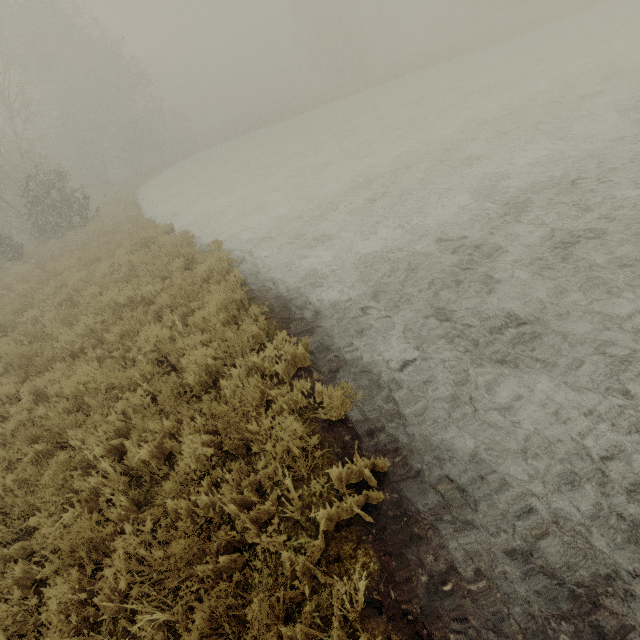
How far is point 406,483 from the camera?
2.9 meters
